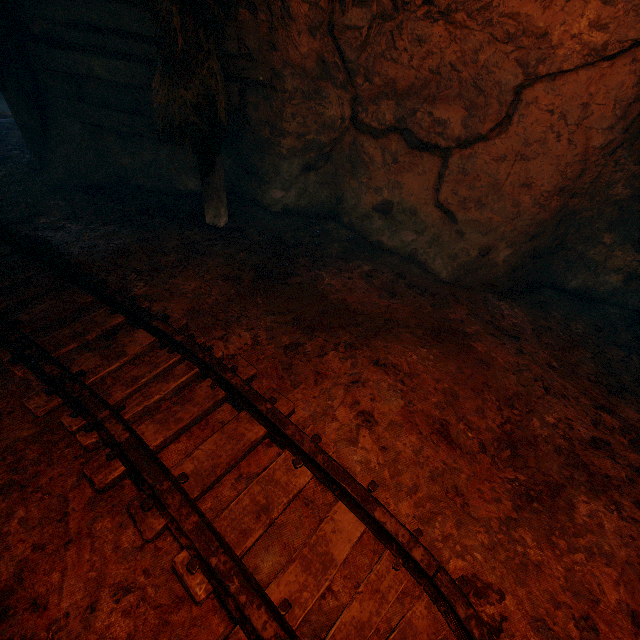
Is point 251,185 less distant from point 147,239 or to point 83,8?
point 147,239

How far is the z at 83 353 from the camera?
2.4m

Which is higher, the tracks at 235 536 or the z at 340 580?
the tracks at 235 536

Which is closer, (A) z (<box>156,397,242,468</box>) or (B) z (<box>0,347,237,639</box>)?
(B) z (<box>0,347,237,639</box>)

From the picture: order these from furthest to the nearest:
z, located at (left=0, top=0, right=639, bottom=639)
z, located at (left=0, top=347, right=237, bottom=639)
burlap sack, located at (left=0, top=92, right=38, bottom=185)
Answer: burlap sack, located at (left=0, top=92, right=38, bottom=185)
z, located at (left=0, top=0, right=639, bottom=639)
z, located at (left=0, top=347, right=237, bottom=639)

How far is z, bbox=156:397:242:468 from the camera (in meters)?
2.08
